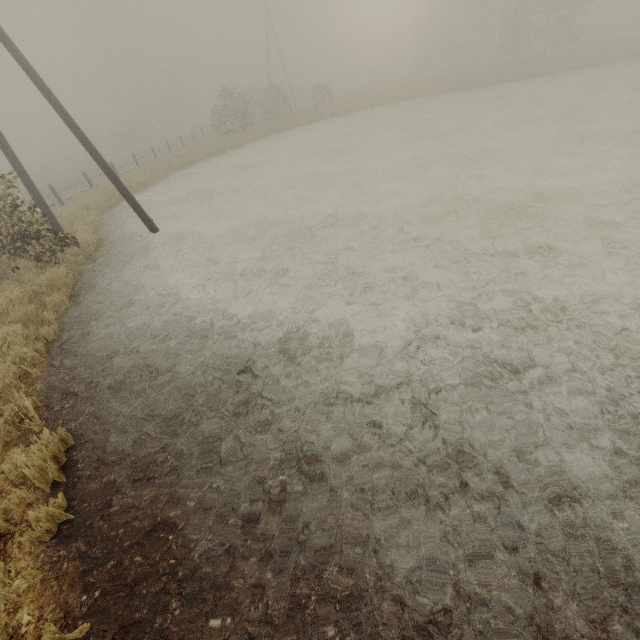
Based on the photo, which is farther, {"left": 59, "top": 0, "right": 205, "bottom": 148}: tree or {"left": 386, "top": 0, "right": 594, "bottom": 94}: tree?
{"left": 59, "top": 0, "right": 205, "bottom": 148}: tree

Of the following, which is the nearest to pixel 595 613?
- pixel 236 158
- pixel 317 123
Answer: pixel 236 158

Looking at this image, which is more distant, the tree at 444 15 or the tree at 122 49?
the tree at 122 49
